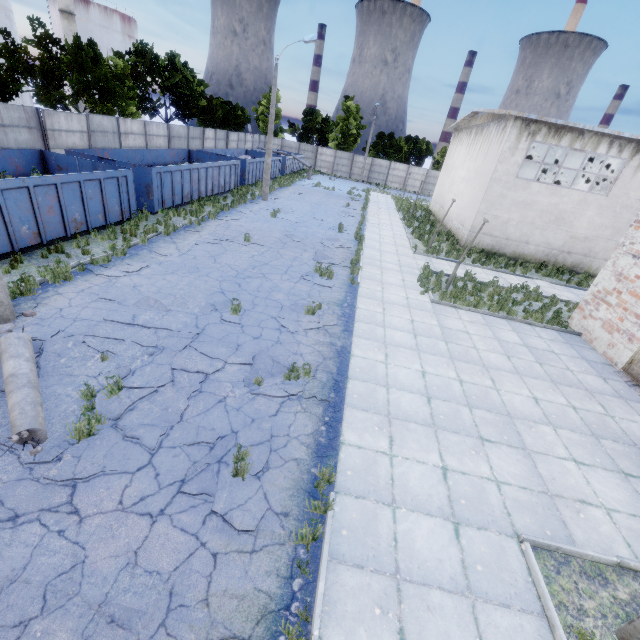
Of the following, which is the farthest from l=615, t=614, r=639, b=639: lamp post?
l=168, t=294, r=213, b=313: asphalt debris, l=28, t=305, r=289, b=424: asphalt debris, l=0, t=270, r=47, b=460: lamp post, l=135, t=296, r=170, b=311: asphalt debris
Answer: l=135, t=296, r=170, b=311: asphalt debris

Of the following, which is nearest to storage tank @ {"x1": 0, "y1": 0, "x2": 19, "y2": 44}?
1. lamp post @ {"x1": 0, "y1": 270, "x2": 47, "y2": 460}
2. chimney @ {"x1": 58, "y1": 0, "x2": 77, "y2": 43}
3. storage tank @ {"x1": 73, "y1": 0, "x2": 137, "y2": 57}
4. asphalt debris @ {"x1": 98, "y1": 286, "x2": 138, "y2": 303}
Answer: chimney @ {"x1": 58, "y1": 0, "x2": 77, "y2": 43}

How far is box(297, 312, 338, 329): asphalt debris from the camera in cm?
953

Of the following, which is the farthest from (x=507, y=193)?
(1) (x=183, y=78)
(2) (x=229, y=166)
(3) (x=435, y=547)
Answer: (1) (x=183, y=78)

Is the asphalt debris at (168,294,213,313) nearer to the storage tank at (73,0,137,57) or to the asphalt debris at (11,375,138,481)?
the asphalt debris at (11,375,138,481)

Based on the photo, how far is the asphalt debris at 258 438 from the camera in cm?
461

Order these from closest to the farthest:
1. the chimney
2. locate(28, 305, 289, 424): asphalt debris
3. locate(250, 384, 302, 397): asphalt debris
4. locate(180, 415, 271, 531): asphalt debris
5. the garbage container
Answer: locate(180, 415, 271, 531): asphalt debris → locate(28, 305, 289, 424): asphalt debris → locate(250, 384, 302, 397): asphalt debris → the garbage container → the chimney

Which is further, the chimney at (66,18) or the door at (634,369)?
the chimney at (66,18)
